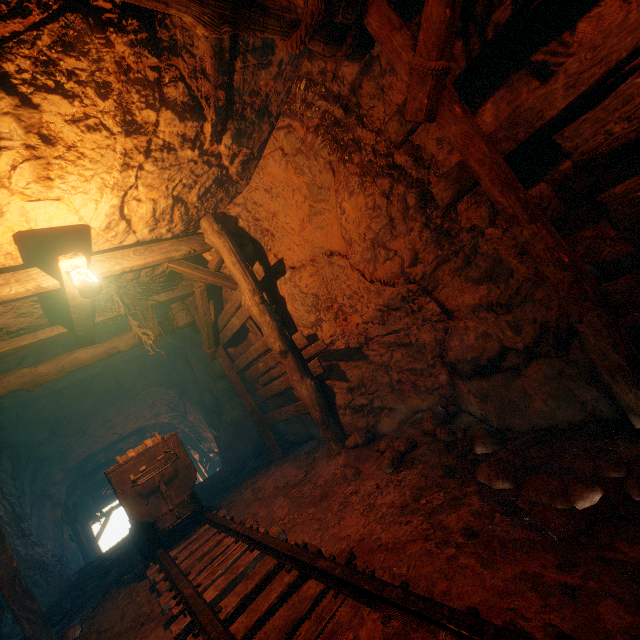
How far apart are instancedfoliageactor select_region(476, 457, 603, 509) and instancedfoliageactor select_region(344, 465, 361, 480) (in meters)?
1.73

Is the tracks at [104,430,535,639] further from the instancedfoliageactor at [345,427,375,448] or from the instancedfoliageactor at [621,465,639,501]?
the instancedfoliageactor at [345,427,375,448]

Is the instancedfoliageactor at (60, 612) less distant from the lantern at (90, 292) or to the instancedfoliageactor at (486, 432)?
the lantern at (90, 292)

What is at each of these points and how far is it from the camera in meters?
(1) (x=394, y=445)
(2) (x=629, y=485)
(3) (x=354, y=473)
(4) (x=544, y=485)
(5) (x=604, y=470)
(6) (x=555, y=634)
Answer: (1) instancedfoliageactor, 3.9
(2) instancedfoliageactor, 1.8
(3) instancedfoliageactor, 4.0
(4) instancedfoliageactor, 2.1
(5) instancedfoliageactor, 2.0
(6) tracks, 1.2

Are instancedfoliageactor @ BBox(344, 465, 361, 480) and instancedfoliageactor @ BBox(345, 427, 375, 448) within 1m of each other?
yes

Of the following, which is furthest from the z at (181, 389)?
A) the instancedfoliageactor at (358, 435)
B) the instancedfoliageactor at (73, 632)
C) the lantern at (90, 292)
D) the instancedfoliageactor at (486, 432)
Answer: the instancedfoliageactor at (486, 432)

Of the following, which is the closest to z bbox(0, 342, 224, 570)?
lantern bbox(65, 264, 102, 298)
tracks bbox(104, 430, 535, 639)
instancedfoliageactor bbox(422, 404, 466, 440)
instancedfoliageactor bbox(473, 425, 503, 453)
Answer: tracks bbox(104, 430, 535, 639)

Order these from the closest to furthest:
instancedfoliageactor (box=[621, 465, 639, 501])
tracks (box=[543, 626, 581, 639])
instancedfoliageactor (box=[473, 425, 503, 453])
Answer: tracks (box=[543, 626, 581, 639]), instancedfoliageactor (box=[621, 465, 639, 501]), instancedfoliageactor (box=[473, 425, 503, 453])
